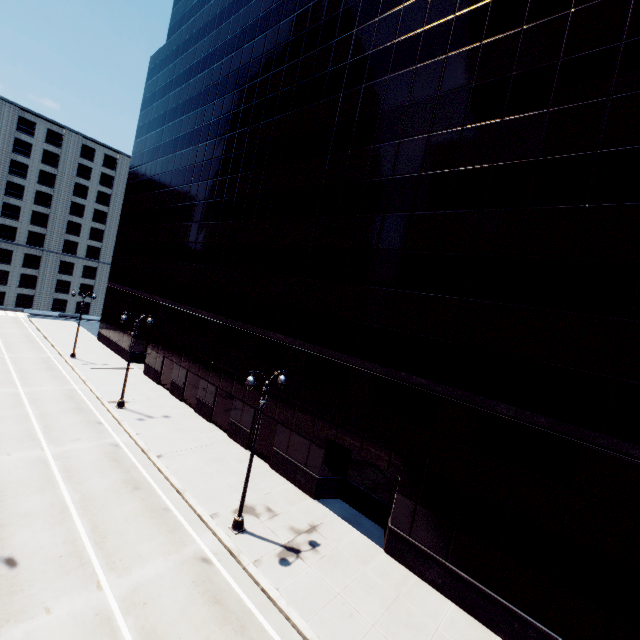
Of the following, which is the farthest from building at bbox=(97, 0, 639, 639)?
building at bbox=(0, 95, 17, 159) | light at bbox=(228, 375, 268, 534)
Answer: building at bbox=(0, 95, 17, 159)

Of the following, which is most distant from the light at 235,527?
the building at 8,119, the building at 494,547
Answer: the building at 8,119

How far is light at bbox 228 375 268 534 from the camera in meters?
14.5 m

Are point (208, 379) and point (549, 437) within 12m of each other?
no

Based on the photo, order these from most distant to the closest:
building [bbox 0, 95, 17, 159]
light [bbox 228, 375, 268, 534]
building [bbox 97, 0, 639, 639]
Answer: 1. building [bbox 0, 95, 17, 159]
2. light [bbox 228, 375, 268, 534]
3. building [bbox 97, 0, 639, 639]

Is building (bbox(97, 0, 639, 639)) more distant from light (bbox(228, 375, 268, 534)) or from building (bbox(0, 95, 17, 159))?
building (bbox(0, 95, 17, 159))
